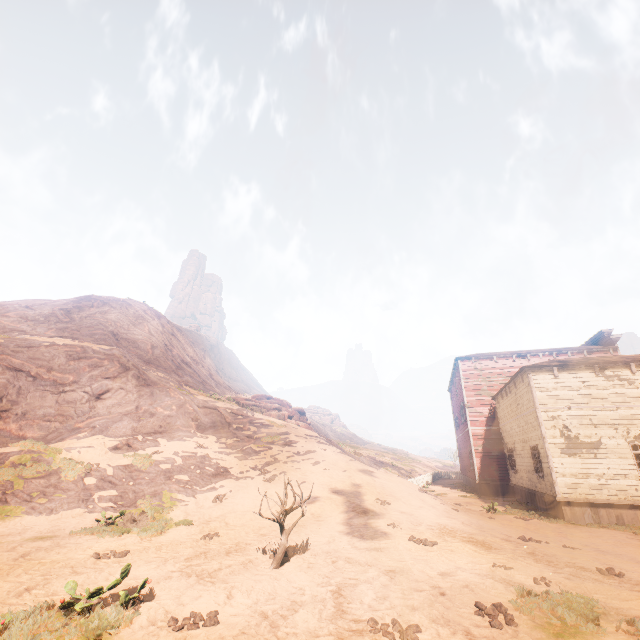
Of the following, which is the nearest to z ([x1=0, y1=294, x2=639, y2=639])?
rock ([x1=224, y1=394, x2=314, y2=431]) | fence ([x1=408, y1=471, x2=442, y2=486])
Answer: fence ([x1=408, y1=471, x2=442, y2=486])

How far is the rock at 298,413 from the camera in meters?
32.8 m

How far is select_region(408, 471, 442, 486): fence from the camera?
28.1 meters

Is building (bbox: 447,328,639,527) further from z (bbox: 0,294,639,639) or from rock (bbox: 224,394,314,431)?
rock (bbox: 224,394,314,431)

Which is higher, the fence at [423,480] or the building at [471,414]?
the building at [471,414]

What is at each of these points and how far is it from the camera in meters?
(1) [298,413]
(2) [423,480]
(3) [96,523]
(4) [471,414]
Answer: (1) rock, 39.2
(2) fence, 32.7
(3) z, 11.4
(4) building, 27.3

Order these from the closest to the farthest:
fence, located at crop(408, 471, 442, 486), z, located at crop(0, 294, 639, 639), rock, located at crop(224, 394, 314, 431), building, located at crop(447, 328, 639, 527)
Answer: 1. z, located at crop(0, 294, 639, 639)
2. building, located at crop(447, 328, 639, 527)
3. fence, located at crop(408, 471, 442, 486)
4. rock, located at crop(224, 394, 314, 431)

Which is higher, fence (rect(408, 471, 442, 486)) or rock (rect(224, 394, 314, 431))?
rock (rect(224, 394, 314, 431))
